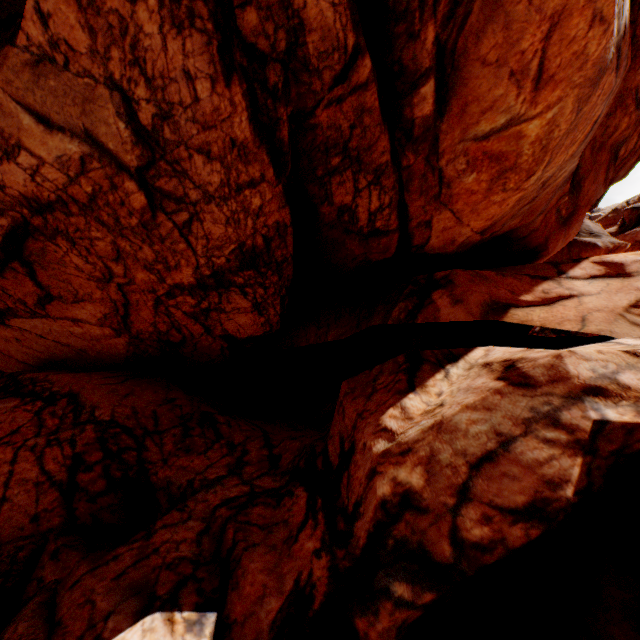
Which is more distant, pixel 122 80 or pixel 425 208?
pixel 425 208
